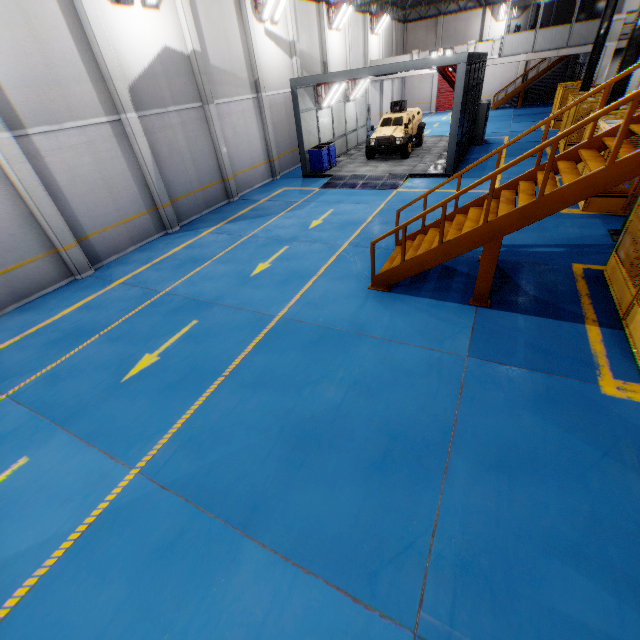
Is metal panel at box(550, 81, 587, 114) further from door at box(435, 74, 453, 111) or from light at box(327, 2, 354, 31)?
light at box(327, 2, 354, 31)

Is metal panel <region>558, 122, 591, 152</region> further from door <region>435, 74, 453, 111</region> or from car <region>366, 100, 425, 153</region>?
door <region>435, 74, 453, 111</region>

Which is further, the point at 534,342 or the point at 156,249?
the point at 156,249

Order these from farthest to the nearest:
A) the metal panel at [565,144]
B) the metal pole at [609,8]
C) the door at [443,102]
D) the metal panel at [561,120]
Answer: the door at [443,102]
the metal pole at [609,8]
the metal panel at [561,120]
the metal panel at [565,144]

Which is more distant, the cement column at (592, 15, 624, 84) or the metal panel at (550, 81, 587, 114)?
the cement column at (592, 15, 624, 84)

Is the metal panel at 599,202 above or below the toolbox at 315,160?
below

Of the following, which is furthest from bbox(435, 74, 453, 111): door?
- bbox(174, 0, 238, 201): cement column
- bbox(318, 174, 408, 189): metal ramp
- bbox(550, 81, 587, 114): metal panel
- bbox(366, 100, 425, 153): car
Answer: bbox(174, 0, 238, 201): cement column

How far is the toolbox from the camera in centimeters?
1716cm
